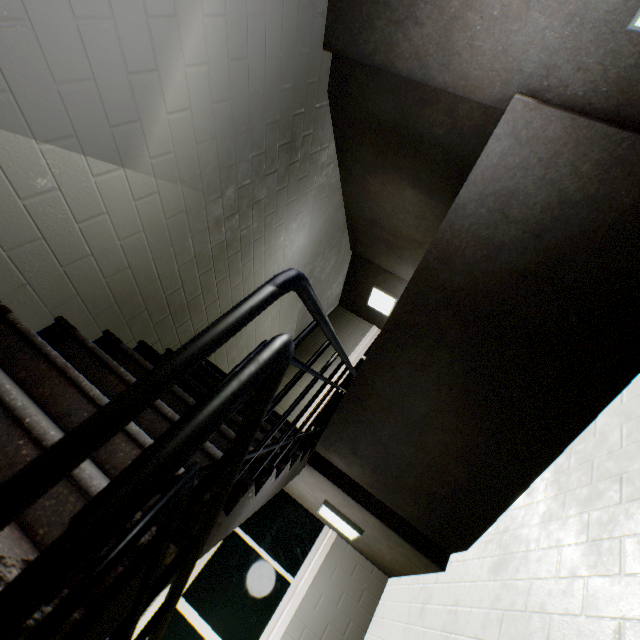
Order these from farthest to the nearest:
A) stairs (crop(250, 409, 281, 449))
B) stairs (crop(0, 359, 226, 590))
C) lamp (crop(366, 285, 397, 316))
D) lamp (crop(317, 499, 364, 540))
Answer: lamp (crop(366, 285, 397, 316)) → lamp (crop(317, 499, 364, 540)) → stairs (crop(250, 409, 281, 449)) → stairs (crop(0, 359, 226, 590))

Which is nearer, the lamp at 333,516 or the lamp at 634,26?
the lamp at 634,26

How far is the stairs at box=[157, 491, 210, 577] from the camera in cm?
98

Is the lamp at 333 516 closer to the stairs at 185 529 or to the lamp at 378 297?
the stairs at 185 529

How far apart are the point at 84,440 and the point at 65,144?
1.6 meters

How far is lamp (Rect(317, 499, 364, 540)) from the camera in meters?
3.4

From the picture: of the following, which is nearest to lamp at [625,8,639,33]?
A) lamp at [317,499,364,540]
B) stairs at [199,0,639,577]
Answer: stairs at [199,0,639,577]

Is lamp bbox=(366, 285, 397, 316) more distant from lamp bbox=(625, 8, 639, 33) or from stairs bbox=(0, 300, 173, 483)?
lamp bbox=(625, 8, 639, 33)
